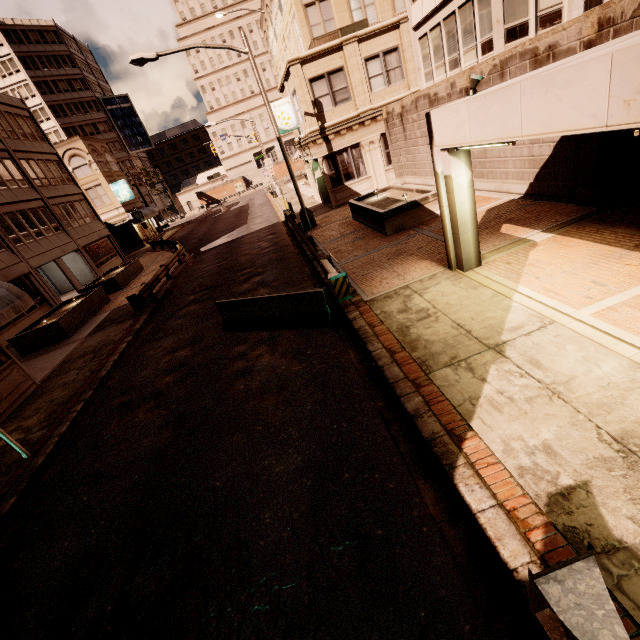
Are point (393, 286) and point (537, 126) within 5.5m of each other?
yes

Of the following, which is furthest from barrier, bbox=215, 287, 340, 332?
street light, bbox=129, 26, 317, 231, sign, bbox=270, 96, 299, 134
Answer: sign, bbox=270, 96, 299, 134

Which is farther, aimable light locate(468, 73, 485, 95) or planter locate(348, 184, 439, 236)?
planter locate(348, 184, 439, 236)

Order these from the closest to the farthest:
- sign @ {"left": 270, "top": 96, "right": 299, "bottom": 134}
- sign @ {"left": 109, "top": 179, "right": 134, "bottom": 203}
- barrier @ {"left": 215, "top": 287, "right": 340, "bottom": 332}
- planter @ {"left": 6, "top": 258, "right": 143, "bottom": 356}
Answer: barrier @ {"left": 215, "top": 287, "right": 340, "bottom": 332}, planter @ {"left": 6, "top": 258, "right": 143, "bottom": 356}, sign @ {"left": 270, "top": 96, "right": 299, "bottom": 134}, sign @ {"left": 109, "top": 179, "right": 134, "bottom": 203}

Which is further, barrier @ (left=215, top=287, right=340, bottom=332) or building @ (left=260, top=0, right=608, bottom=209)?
building @ (left=260, top=0, right=608, bottom=209)

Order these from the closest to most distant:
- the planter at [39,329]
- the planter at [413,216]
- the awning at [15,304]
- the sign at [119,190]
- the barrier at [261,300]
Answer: the barrier at [261,300], the awning at [15,304], the planter at [413,216], the planter at [39,329], the sign at [119,190]

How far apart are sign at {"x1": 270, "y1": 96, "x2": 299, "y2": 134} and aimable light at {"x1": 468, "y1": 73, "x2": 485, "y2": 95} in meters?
17.8

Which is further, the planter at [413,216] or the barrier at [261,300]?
the planter at [413,216]
